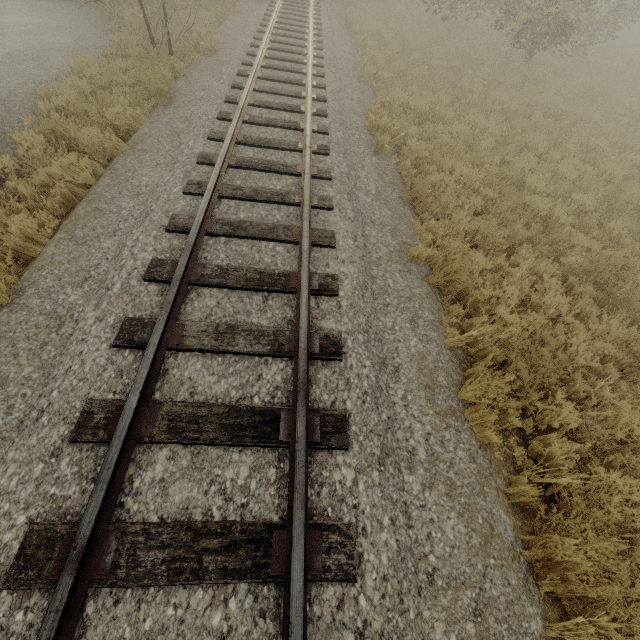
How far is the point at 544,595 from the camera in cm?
303
